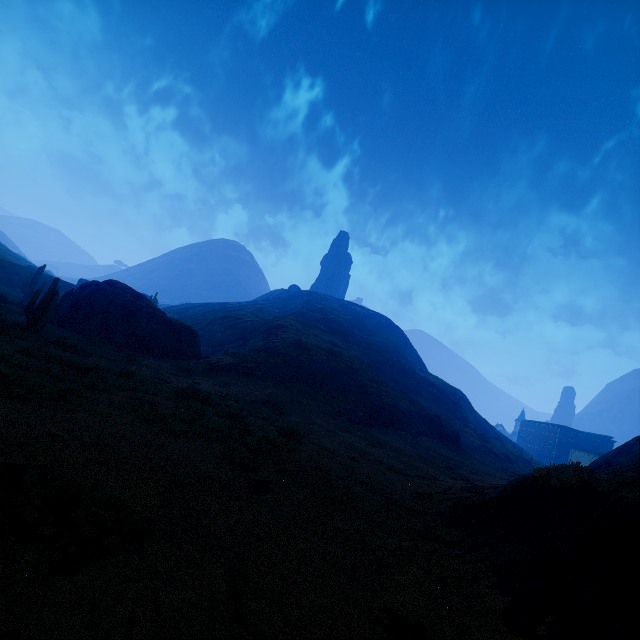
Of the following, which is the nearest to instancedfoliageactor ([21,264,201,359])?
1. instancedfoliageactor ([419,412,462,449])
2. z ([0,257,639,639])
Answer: z ([0,257,639,639])

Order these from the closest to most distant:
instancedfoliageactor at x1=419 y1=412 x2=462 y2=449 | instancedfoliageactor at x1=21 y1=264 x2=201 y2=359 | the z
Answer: the z → instancedfoliageactor at x1=21 y1=264 x2=201 y2=359 → instancedfoliageactor at x1=419 y1=412 x2=462 y2=449

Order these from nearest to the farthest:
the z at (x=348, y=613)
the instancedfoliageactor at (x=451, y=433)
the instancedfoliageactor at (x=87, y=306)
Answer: the z at (x=348, y=613)
the instancedfoliageactor at (x=87, y=306)
the instancedfoliageactor at (x=451, y=433)

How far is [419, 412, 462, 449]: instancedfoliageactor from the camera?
34.9m

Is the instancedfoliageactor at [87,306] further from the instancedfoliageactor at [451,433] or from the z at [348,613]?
the instancedfoliageactor at [451,433]

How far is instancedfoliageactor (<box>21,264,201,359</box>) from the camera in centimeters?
1582cm

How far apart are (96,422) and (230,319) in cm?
4968
